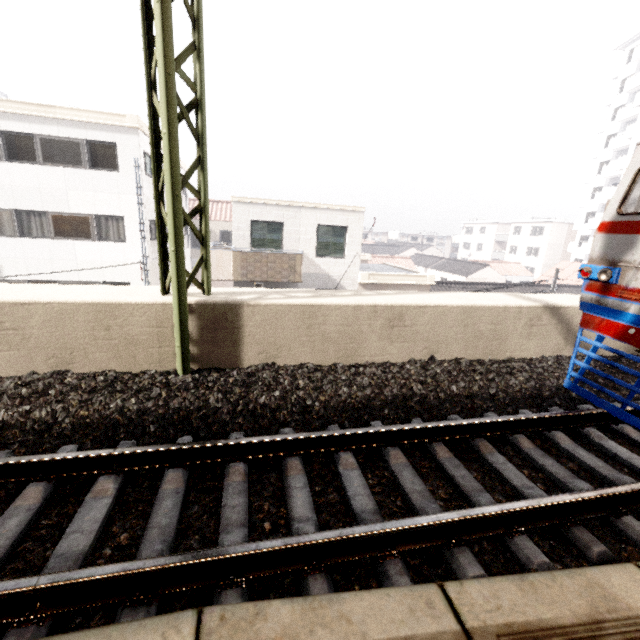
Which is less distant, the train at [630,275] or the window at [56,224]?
the train at [630,275]

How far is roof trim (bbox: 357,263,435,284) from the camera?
15.8 meters

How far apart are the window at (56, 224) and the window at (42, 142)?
1.72m

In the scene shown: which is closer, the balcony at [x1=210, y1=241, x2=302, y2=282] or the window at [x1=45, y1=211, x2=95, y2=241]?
the balcony at [x1=210, y1=241, x2=302, y2=282]

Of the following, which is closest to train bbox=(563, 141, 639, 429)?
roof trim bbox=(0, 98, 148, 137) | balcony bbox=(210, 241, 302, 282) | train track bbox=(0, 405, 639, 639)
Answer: train track bbox=(0, 405, 639, 639)

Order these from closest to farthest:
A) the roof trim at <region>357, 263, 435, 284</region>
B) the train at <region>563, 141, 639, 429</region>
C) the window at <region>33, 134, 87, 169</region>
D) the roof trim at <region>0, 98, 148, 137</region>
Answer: the train at <region>563, 141, 639, 429</region>
the roof trim at <region>0, 98, 148, 137</region>
the window at <region>33, 134, 87, 169</region>
the roof trim at <region>357, 263, 435, 284</region>

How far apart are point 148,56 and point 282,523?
4.90m

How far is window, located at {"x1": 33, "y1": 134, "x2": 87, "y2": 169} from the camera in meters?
13.2
